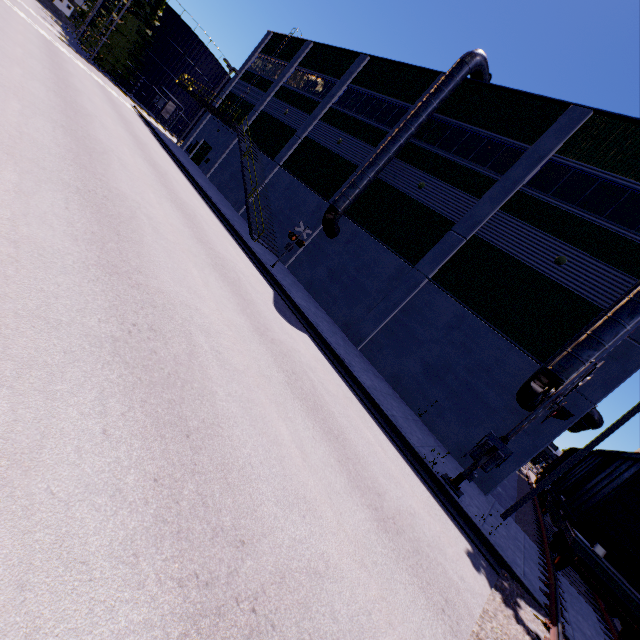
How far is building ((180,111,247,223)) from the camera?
27.0 meters

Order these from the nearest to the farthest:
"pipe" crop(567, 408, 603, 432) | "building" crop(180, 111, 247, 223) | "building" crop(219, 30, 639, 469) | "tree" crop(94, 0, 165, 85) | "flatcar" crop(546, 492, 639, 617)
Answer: "flatcar" crop(546, 492, 639, 617) → "building" crop(219, 30, 639, 469) → "pipe" crop(567, 408, 603, 432) → "building" crop(180, 111, 247, 223) → "tree" crop(94, 0, 165, 85)

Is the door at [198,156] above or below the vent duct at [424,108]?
below

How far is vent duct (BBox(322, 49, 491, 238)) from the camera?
17.1 meters

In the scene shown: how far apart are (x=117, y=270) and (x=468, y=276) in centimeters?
1394cm

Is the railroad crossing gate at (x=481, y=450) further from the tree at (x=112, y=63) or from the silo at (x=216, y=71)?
the silo at (x=216, y=71)

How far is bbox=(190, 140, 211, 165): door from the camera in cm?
3241

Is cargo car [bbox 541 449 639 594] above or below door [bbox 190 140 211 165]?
above
